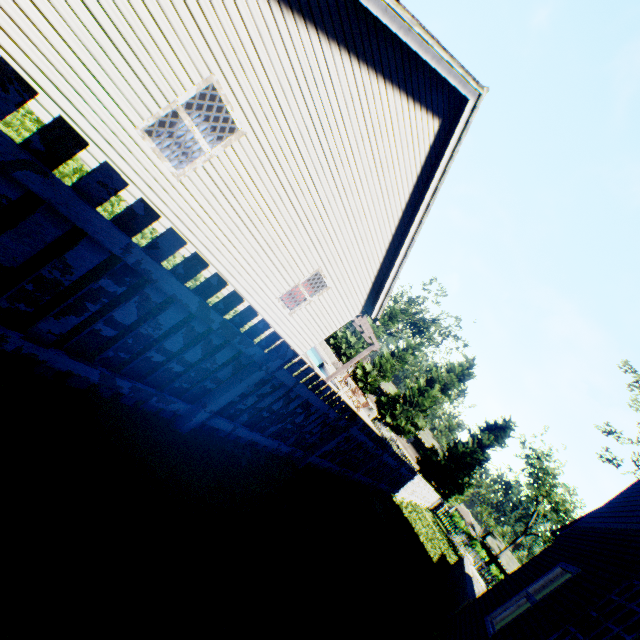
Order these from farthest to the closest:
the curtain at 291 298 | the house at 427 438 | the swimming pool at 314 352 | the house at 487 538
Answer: the house at 427 438 < the house at 487 538 < the swimming pool at 314 352 < the curtain at 291 298

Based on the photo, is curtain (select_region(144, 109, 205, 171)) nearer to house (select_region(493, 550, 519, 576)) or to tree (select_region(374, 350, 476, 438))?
tree (select_region(374, 350, 476, 438))

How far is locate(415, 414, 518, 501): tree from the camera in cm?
3203

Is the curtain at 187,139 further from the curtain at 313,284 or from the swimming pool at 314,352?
the swimming pool at 314,352

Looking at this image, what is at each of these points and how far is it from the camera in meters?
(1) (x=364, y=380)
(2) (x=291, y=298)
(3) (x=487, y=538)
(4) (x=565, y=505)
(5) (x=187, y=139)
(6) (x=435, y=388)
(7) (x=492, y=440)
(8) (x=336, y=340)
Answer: (1) tree, 38.4
(2) curtain, 9.9
(3) house, 50.1
(4) tree, 41.7
(5) curtain, 5.9
(6) tree, 36.0
(7) tree, 32.2
(8) tree, 41.2

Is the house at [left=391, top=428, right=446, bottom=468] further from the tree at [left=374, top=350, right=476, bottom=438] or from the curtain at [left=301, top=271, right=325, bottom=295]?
the curtain at [left=301, top=271, right=325, bottom=295]

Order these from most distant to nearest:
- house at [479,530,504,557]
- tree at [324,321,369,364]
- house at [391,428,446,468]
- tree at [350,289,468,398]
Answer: house at [391,428,446,468] → house at [479,530,504,557] → tree at [324,321,369,364] → tree at [350,289,468,398]
